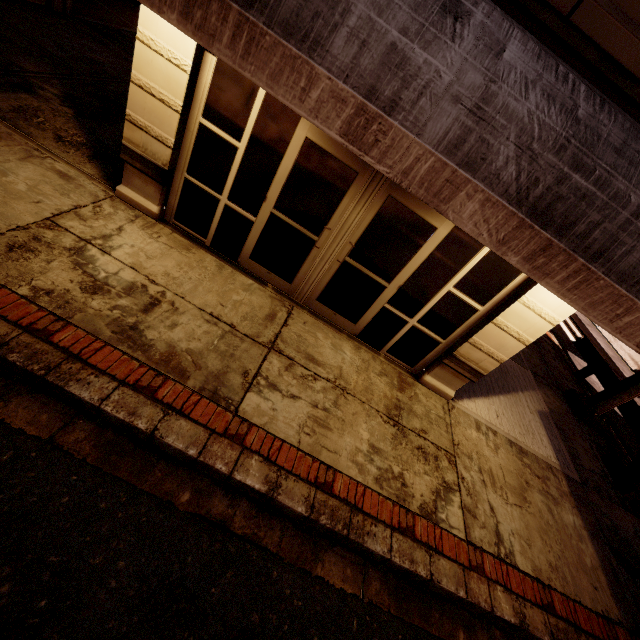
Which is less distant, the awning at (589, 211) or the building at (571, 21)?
the awning at (589, 211)

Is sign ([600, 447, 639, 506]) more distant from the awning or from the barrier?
the barrier

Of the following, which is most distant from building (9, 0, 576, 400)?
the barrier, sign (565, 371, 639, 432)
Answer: the barrier

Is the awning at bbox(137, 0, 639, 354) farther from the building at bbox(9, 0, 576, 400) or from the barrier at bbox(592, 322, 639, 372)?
the barrier at bbox(592, 322, 639, 372)

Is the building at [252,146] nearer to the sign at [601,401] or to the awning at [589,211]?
the awning at [589,211]

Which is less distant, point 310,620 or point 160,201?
point 310,620

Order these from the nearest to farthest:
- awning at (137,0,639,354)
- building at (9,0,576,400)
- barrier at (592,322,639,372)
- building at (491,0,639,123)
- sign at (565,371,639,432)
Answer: awning at (137,0,639,354) < building at (491,0,639,123) < building at (9,0,576,400) < sign at (565,371,639,432) < barrier at (592,322,639,372)
